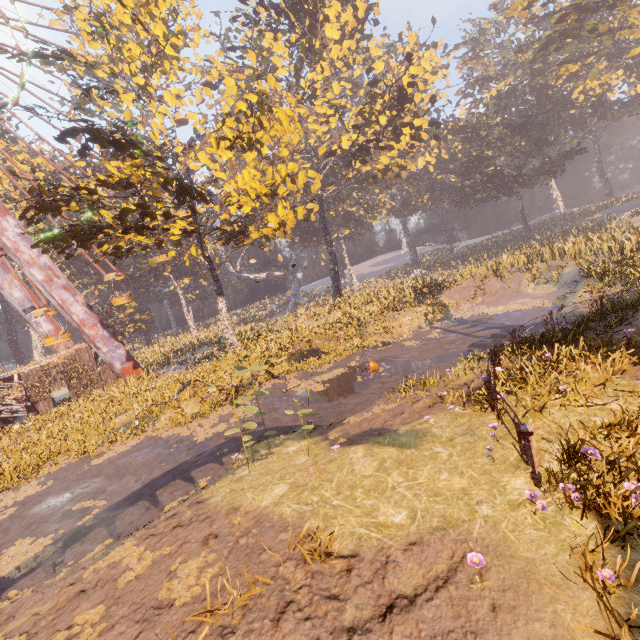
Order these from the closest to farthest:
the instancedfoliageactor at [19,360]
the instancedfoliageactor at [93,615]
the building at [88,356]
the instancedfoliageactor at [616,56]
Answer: the instancedfoliageactor at [93,615] → the instancedfoliageactor at [616,56] → the building at [88,356] → the instancedfoliageactor at [19,360]

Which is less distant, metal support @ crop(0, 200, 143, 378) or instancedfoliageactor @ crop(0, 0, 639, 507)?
instancedfoliageactor @ crop(0, 0, 639, 507)

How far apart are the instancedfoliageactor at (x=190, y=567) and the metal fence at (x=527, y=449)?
4.7m

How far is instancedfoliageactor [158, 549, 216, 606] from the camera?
4.2m

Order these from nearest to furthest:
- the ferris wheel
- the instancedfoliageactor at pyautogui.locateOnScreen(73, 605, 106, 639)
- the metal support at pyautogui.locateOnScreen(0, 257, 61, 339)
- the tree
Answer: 1. the instancedfoliageactor at pyautogui.locateOnScreen(73, 605, 106, 639)
2. the tree
3. the ferris wheel
4. the metal support at pyautogui.locateOnScreen(0, 257, 61, 339)

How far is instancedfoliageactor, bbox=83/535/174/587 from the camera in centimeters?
488cm

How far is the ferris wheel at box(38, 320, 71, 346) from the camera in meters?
22.4

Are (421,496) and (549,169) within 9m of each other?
no
